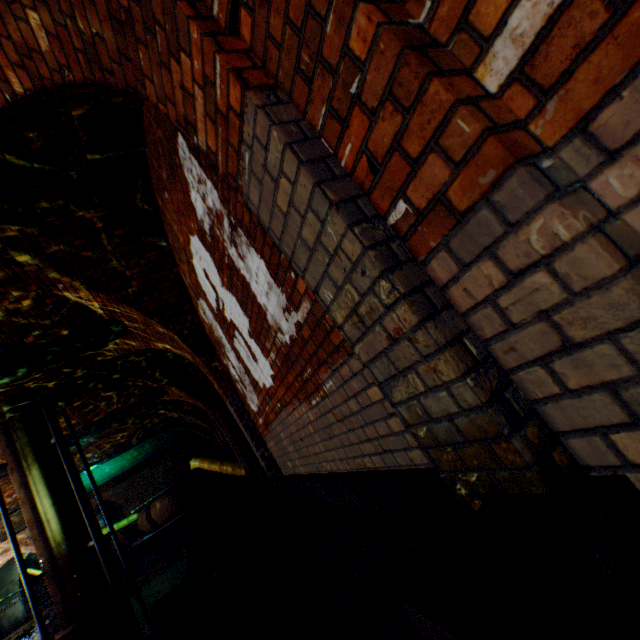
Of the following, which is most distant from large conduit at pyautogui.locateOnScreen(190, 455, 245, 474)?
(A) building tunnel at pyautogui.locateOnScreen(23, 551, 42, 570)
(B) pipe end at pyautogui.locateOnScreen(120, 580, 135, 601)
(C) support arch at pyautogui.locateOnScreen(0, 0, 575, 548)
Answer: (C) support arch at pyautogui.locateOnScreen(0, 0, 575, 548)

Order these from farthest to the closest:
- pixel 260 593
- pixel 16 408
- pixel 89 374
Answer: pixel 89 374 < pixel 16 408 < pixel 260 593

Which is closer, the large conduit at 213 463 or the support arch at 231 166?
the support arch at 231 166

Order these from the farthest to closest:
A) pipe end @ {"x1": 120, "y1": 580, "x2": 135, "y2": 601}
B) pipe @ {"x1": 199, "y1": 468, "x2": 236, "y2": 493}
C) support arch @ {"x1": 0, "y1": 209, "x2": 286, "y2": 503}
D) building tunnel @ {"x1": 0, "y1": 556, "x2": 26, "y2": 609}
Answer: building tunnel @ {"x1": 0, "y1": 556, "x2": 26, "y2": 609}
pipe @ {"x1": 199, "y1": 468, "x2": 236, "y2": 493}
pipe end @ {"x1": 120, "y1": 580, "x2": 135, "y2": 601}
support arch @ {"x1": 0, "y1": 209, "x2": 286, "y2": 503}

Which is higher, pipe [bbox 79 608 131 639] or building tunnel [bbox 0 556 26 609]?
building tunnel [bbox 0 556 26 609]

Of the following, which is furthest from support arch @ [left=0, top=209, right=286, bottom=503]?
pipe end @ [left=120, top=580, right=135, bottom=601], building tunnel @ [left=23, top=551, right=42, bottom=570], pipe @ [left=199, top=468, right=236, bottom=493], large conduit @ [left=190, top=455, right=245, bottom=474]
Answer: building tunnel @ [left=23, top=551, right=42, bottom=570]

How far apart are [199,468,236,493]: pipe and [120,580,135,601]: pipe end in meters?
5.5 m

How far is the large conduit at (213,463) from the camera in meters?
11.5
